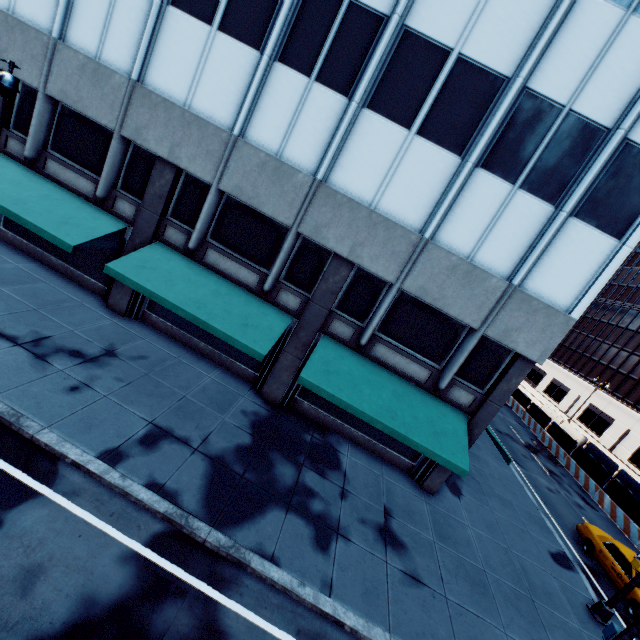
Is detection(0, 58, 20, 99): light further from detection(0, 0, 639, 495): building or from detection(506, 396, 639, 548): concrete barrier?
detection(506, 396, 639, 548): concrete barrier

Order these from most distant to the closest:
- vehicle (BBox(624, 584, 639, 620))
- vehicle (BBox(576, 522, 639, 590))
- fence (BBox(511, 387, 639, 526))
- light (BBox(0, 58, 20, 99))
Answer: fence (BBox(511, 387, 639, 526)), vehicle (BBox(576, 522, 639, 590)), vehicle (BBox(624, 584, 639, 620)), light (BBox(0, 58, 20, 99))

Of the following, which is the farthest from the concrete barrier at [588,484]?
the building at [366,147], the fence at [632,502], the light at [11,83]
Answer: the light at [11,83]

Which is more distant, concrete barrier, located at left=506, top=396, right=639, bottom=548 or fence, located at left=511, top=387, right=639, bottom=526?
fence, located at left=511, top=387, right=639, bottom=526

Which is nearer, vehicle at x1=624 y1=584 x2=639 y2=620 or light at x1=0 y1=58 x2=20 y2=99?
light at x1=0 y1=58 x2=20 y2=99

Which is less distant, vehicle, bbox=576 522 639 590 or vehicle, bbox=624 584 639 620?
vehicle, bbox=624 584 639 620

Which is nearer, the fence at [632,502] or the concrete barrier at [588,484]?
the concrete barrier at [588,484]

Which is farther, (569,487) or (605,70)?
(569,487)
